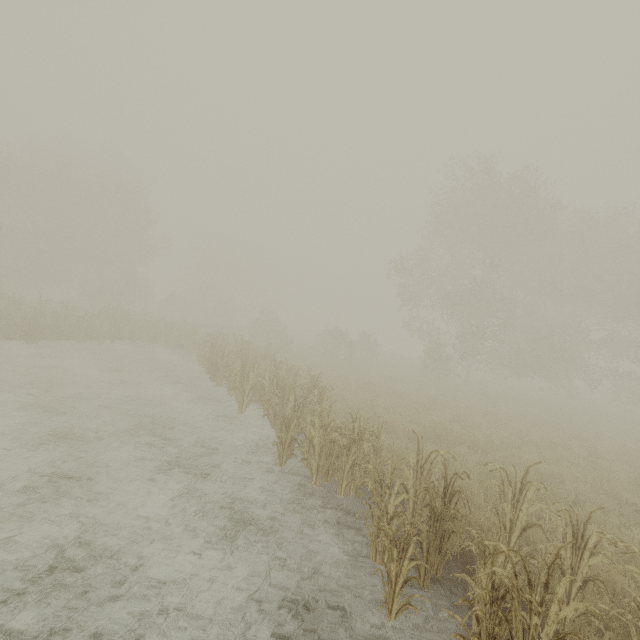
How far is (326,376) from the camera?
18.8 meters
